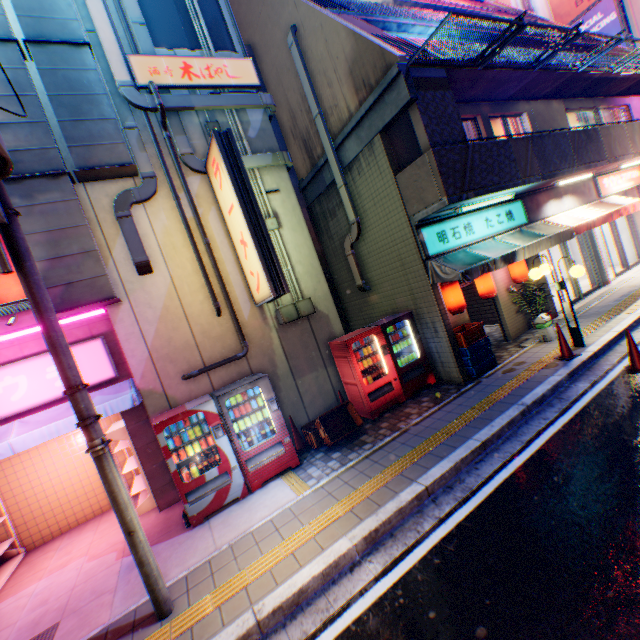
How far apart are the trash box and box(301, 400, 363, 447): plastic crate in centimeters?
575cm

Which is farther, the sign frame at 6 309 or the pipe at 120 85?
the pipe at 120 85

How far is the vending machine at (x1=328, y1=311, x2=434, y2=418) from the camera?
7.8 meters

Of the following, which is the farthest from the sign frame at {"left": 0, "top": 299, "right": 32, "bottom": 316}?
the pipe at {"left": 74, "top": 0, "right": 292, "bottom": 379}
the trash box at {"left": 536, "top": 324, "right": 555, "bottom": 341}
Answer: the trash box at {"left": 536, "top": 324, "right": 555, "bottom": 341}

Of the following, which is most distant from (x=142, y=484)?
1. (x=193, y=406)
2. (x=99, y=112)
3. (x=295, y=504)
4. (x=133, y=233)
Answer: (x=99, y=112)

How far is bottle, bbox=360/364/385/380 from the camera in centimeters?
804cm

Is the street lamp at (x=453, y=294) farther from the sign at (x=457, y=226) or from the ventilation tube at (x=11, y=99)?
the ventilation tube at (x=11, y=99)

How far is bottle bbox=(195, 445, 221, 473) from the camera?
6.13m
